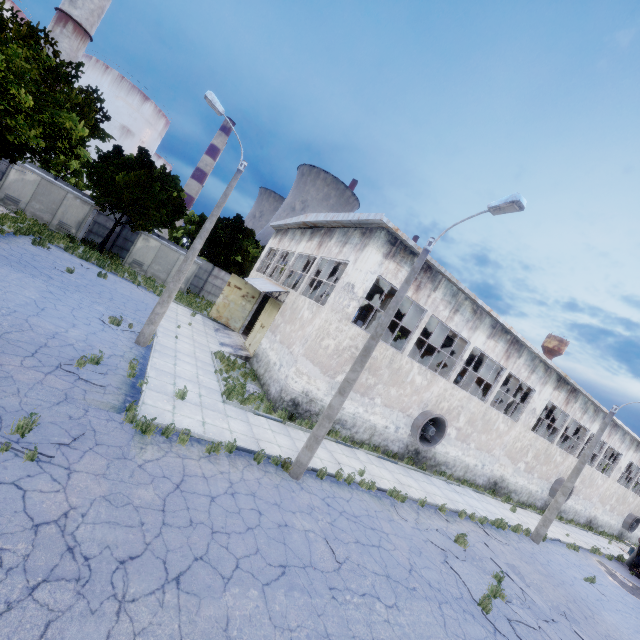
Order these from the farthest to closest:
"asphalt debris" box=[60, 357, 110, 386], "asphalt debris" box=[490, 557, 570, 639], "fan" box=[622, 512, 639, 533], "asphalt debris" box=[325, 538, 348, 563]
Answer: "fan" box=[622, 512, 639, 533] → "asphalt debris" box=[490, 557, 570, 639] → "asphalt debris" box=[60, 357, 110, 386] → "asphalt debris" box=[325, 538, 348, 563]

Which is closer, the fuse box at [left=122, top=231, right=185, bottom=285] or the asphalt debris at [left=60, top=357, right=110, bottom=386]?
the asphalt debris at [left=60, top=357, right=110, bottom=386]

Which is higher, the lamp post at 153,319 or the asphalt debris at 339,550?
the lamp post at 153,319

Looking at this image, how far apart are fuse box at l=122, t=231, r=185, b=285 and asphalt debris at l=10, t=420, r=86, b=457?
23.9m

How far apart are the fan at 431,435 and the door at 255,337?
9.97m

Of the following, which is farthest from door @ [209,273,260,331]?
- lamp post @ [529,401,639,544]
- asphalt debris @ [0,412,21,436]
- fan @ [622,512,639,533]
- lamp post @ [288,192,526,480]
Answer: fan @ [622,512,639,533]

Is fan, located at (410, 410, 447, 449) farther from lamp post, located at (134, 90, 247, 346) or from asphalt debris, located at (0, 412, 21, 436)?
asphalt debris, located at (0, 412, 21, 436)

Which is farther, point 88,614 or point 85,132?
point 85,132
